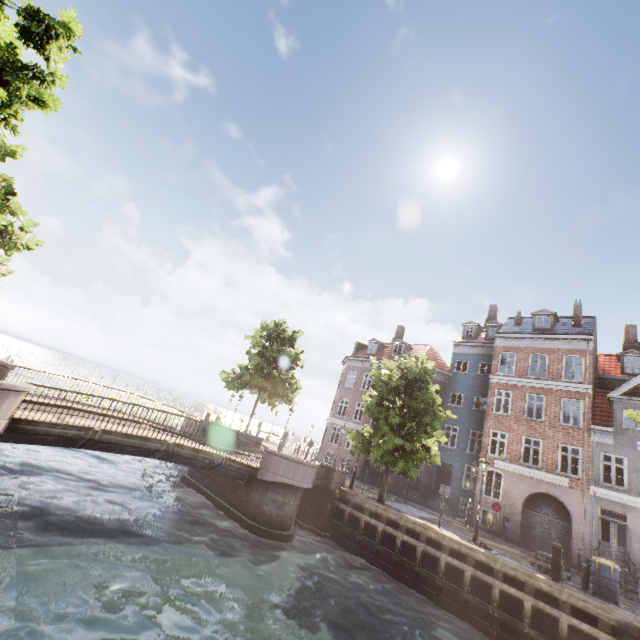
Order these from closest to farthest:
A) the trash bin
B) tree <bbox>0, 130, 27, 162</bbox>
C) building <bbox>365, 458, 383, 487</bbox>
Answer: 1. the trash bin
2. tree <bbox>0, 130, 27, 162</bbox>
3. building <bbox>365, 458, 383, 487</bbox>

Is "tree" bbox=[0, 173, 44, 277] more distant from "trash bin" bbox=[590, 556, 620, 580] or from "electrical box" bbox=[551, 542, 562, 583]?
"electrical box" bbox=[551, 542, 562, 583]

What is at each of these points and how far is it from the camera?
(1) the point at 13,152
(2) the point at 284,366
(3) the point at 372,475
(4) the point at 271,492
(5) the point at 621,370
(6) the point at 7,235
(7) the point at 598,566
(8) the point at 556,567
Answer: (1) tree, 16.5 meters
(2) tree, 26.6 meters
(3) building, 27.3 meters
(4) bridge, 14.6 meters
(5) building, 23.7 meters
(6) tree, 17.1 meters
(7) trash bin, 12.3 meters
(8) electrical box, 11.5 meters

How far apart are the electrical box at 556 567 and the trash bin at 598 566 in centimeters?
182cm

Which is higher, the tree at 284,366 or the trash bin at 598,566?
the tree at 284,366

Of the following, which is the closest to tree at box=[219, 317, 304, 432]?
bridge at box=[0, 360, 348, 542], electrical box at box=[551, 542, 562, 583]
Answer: bridge at box=[0, 360, 348, 542]

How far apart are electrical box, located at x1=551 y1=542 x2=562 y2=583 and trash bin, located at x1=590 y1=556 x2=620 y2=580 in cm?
182

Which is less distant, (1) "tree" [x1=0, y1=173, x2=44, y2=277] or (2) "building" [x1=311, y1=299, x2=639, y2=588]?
(1) "tree" [x1=0, y1=173, x2=44, y2=277]
